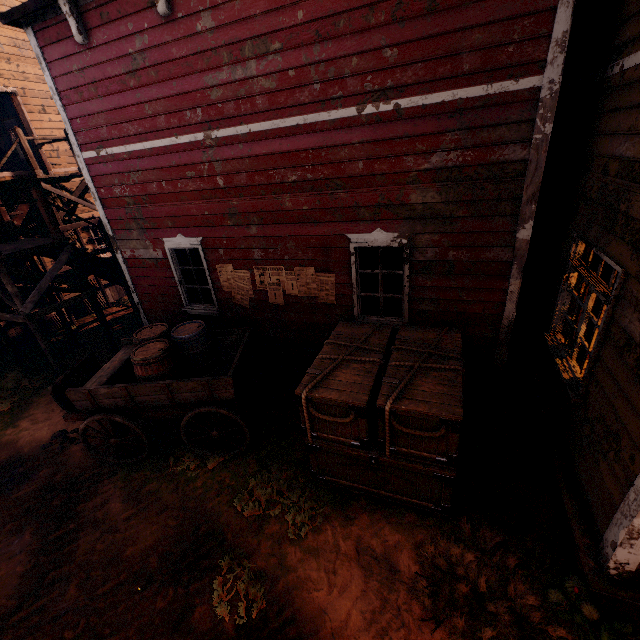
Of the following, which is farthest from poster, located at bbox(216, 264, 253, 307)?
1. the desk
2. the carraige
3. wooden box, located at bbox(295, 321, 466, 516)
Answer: the desk

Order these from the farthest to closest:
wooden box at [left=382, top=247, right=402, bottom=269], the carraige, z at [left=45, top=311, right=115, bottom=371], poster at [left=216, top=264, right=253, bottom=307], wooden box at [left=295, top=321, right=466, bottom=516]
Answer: z at [left=45, top=311, right=115, bottom=371]
poster at [left=216, top=264, right=253, bottom=307]
wooden box at [left=382, top=247, right=402, bottom=269]
the carraige
wooden box at [left=295, top=321, right=466, bottom=516]

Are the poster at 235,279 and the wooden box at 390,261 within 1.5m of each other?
no

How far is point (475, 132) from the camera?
4.04m

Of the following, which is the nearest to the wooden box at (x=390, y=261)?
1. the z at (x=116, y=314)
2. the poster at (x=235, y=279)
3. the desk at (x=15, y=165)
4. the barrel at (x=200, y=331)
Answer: A: the z at (x=116, y=314)

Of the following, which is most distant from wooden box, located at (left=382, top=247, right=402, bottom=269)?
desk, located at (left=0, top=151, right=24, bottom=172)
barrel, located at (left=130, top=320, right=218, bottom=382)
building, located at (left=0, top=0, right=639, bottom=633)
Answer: desk, located at (left=0, top=151, right=24, bottom=172)

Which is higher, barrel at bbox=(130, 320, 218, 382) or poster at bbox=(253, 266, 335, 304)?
poster at bbox=(253, 266, 335, 304)

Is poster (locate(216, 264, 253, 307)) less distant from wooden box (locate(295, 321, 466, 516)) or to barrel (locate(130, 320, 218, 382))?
barrel (locate(130, 320, 218, 382))
